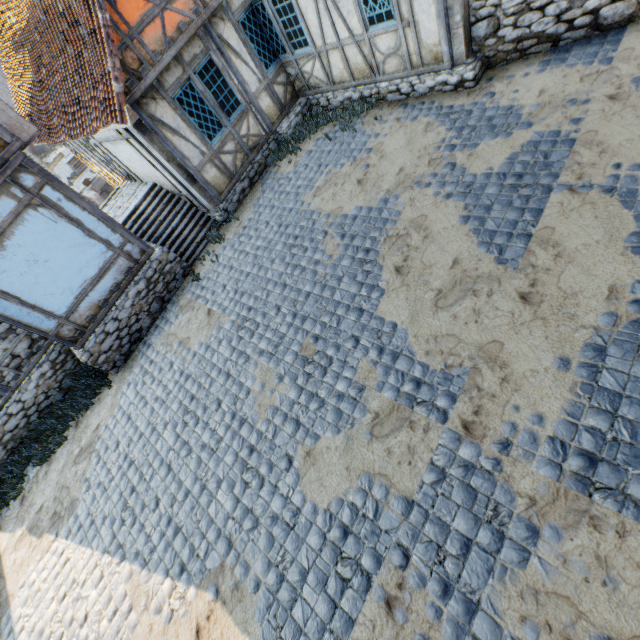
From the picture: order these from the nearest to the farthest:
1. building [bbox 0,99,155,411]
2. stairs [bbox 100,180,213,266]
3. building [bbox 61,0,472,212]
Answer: building [bbox 0,99,155,411]
building [bbox 61,0,472,212]
stairs [bbox 100,180,213,266]

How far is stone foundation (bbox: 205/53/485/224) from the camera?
7.0m

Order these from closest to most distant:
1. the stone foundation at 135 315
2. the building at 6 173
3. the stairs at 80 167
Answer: the building at 6 173 → the stone foundation at 135 315 → the stairs at 80 167

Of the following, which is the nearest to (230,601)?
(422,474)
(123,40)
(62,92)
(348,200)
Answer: (422,474)

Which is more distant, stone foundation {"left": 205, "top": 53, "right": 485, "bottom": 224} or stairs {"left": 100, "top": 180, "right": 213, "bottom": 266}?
stairs {"left": 100, "top": 180, "right": 213, "bottom": 266}

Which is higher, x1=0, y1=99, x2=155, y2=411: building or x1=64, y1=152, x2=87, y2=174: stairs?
x1=0, y1=99, x2=155, y2=411: building

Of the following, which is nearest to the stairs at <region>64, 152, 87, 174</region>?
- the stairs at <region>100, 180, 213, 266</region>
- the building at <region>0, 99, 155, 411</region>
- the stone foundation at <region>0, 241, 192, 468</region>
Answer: the building at <region>0, 99, 155, 411</region>

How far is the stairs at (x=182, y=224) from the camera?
9.1m
